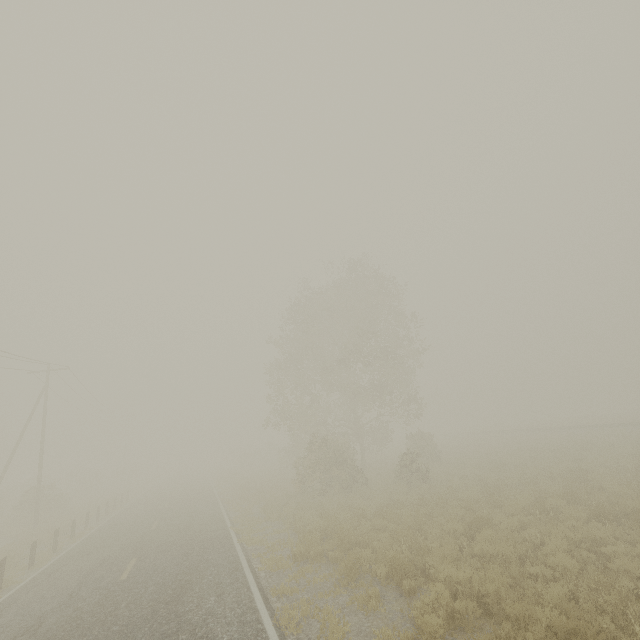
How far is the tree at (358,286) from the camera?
20.9m

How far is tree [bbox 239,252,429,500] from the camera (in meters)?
20.89

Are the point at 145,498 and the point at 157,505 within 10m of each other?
yes
